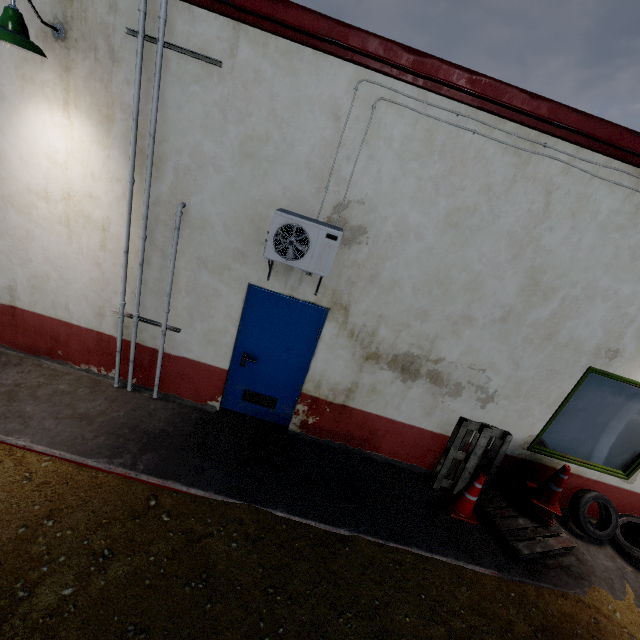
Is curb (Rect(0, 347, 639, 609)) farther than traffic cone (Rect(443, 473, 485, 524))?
No

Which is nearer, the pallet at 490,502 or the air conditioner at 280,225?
the air conditioner at 280,225

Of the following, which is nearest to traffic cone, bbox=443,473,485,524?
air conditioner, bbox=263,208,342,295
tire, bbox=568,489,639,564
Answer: tire, bbox=568,489,639,564

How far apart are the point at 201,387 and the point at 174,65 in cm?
403

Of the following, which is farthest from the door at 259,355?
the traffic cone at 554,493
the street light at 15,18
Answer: the traffic cone at 554,493

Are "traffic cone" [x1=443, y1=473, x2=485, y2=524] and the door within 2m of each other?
no

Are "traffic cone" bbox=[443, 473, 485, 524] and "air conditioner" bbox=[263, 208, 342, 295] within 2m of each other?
no

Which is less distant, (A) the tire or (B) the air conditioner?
(B) the air conditioner
